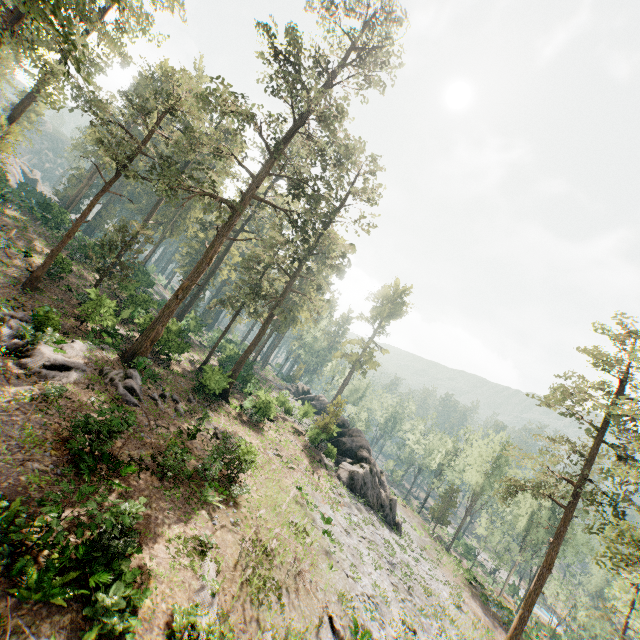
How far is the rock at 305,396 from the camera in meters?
40.1

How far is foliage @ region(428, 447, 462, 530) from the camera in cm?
5381

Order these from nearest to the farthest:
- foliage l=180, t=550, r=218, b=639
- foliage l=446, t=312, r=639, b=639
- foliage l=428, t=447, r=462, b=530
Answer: foliage l=180, t=550, r=218, b=639
foliage l=446, t=312, r=639, b=639
foliage l=428, t=447, r=462, b=530

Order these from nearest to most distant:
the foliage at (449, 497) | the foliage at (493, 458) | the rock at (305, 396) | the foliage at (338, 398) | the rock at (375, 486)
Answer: the foliage at (493, 458)
the rock at (375, 486)
the foliage at (338, 398)
the rock at (305, 396)
the foliage at (449, 497)

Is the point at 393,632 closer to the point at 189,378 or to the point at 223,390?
the point at 223,390

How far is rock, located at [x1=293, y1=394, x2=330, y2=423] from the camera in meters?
40.1
